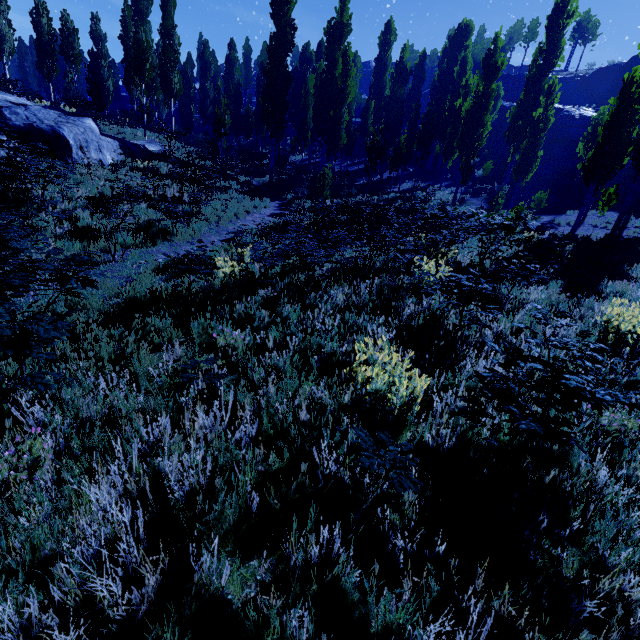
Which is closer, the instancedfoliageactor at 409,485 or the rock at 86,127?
the instancedfoliageactor at 409,485

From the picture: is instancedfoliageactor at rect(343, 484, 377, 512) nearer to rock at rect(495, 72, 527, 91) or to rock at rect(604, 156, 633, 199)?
rock at rect(604, 156, 633, 199)

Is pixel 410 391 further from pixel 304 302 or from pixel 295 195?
pixel 295 195

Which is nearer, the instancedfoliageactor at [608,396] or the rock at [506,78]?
the instancedfoliageactor at [608,396]

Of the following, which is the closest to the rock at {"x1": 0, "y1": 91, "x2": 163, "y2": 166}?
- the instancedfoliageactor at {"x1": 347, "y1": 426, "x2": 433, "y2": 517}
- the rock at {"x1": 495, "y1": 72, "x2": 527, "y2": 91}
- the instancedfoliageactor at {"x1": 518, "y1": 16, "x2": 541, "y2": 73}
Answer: the instancedfoliageactor at {"x1": 347, "y1": 426, "x2": 433, "y2": 517}

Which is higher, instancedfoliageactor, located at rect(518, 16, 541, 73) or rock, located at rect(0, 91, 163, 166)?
instancedfoliageactor, located at rect(518, 16, 541, 73)

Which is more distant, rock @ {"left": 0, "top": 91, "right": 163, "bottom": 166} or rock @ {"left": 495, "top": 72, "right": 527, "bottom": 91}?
rock @ {"left": 495, "top": 72, "right": 527, "bottom": 91}
